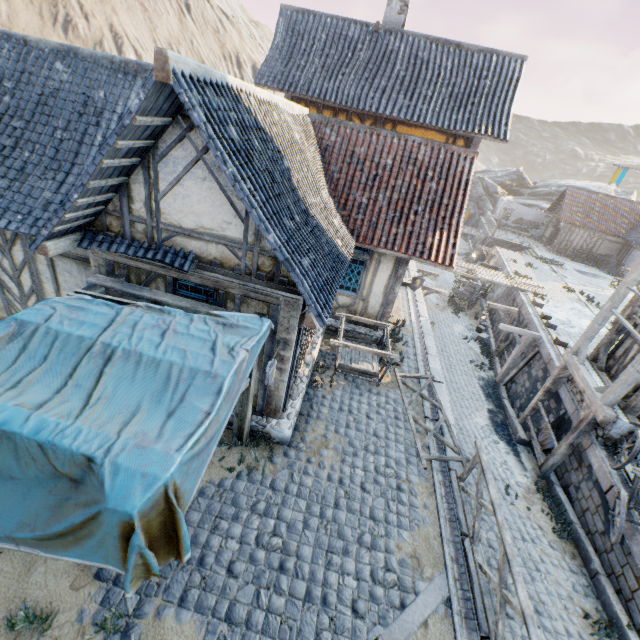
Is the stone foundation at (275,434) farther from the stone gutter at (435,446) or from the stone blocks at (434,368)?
the stone gutter at (435,446)

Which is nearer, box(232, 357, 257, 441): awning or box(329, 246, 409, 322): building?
box(232, 357, 257, 441): awning

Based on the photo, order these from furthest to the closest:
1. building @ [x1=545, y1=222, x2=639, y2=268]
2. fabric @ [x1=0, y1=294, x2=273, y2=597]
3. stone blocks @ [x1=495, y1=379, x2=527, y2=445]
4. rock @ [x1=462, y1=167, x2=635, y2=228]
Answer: rock @ [x1=462, y1=167, x2=635, y2=228], building @ [x1=545, y1=222, x2=639, y2=268], stone blocks @ [x1=495, y1=379, x2=527, y2=445], fabric @ [x1=0, y1=294, x2=273, y2=597]

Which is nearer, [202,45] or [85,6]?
[85,6]

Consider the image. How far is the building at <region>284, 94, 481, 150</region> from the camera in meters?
12.8

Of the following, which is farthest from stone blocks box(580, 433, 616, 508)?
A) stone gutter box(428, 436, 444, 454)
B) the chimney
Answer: the chimney

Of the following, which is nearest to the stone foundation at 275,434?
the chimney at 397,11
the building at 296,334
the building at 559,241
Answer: the building at 296,334

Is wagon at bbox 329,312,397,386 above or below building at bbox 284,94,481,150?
below
